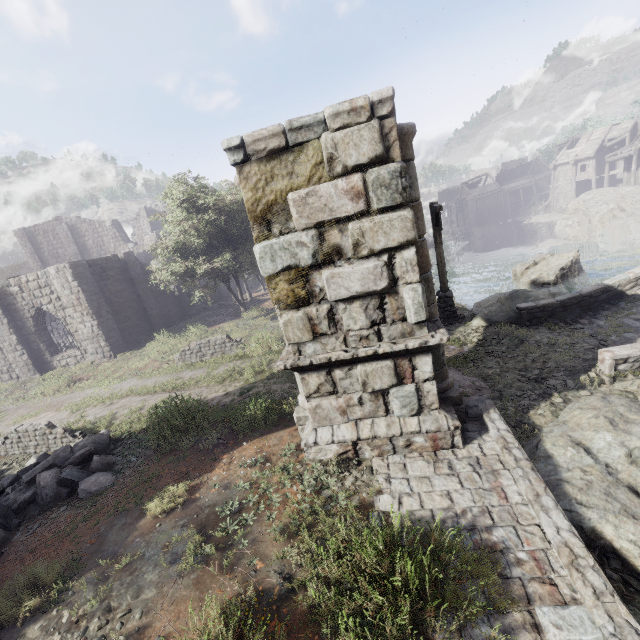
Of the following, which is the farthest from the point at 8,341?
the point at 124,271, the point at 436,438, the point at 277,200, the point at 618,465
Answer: the point at 618,465

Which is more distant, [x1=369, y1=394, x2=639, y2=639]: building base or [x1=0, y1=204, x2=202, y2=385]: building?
→ [x1=0, y1=204, x2=202, y2=385]: building

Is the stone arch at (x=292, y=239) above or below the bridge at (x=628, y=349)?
above

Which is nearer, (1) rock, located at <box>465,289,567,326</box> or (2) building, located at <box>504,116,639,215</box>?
(1) rock, located at <box>465,289,567,326</box>

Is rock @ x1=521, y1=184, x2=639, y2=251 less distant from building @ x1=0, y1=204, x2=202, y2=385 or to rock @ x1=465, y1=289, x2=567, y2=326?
building @ x1=0, y1=204, x2=202, y2=385

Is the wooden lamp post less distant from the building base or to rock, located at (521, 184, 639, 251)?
the building base

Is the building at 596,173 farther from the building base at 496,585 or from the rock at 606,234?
the building base at 496,585

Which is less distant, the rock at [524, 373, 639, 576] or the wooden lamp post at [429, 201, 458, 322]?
the rock at [524, 373, 639, 576]
